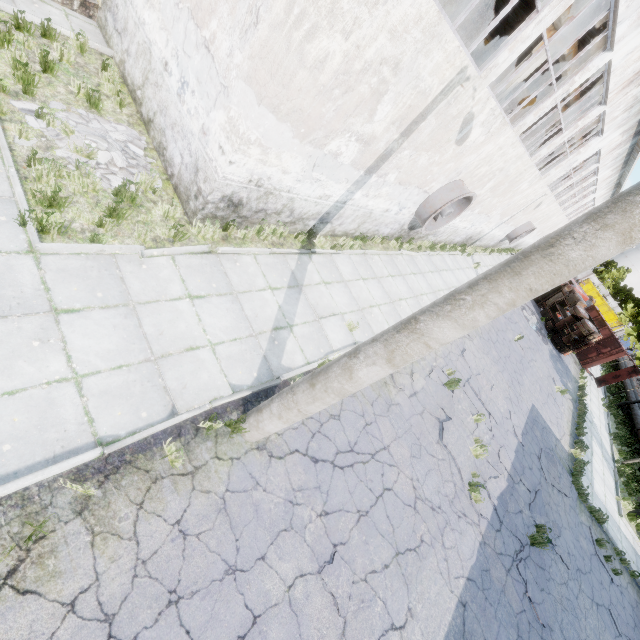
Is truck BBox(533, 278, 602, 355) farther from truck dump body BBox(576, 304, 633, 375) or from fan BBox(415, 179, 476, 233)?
fan BBox(415, 179, 476, 233)

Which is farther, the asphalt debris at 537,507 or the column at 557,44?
the column at 557,44

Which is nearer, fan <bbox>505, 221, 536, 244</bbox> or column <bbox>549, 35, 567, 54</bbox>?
column <bbox>549, 35, 567, 54</bbox>

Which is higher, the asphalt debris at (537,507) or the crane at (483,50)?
the crane at (483,50)

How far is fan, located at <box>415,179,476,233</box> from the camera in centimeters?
1109cm

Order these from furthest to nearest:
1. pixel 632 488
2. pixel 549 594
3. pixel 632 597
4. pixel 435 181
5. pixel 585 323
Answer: pixel 585 323 → pixel 632 488 → pixel 632 597 → pixel 435 181 → pixel 549 594

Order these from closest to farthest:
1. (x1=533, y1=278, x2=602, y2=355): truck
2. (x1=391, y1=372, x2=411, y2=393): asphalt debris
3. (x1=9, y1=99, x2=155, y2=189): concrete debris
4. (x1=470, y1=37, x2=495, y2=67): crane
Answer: (x1=9, y1=99, x2=155, y2=189): concrete debris
(x1=391, y1=372, x2=411, y2=393): asphalt debris
(x1=470, y1=37, x2=495, y2=67): crane
(x1=533, y1=278, x2=602, y2=355): truck

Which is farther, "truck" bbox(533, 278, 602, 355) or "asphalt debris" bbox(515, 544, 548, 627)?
"truck" bbox(533, 278, 602, 355)
